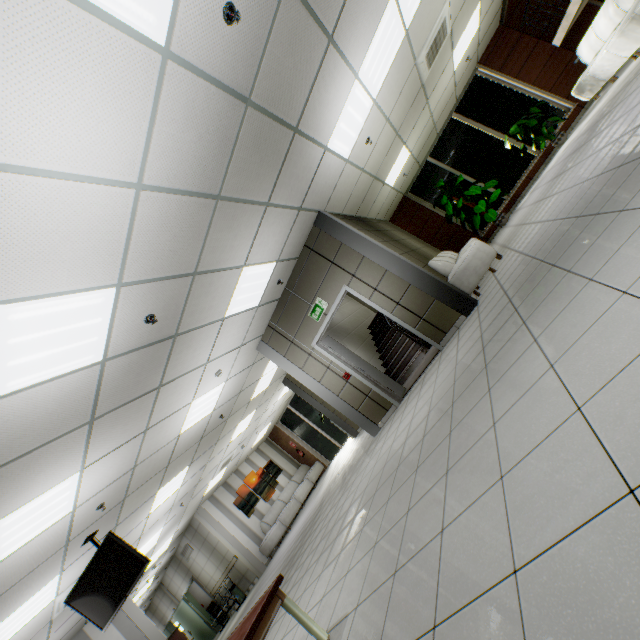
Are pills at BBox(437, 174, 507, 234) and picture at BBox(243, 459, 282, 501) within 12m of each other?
no

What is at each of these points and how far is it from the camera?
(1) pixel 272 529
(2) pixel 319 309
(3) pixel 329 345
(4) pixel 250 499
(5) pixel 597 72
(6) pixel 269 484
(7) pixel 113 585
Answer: (1) sofa, 12.1m
(2) exit sign, 6.6m
(3) door, 7.0m
(4) picture, 13.4m
(5) sofa, 6.9m
(6) picture, 14.4m
(7) tv, 5.4m

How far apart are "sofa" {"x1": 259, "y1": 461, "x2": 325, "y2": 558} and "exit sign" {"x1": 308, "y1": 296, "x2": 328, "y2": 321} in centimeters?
967cm

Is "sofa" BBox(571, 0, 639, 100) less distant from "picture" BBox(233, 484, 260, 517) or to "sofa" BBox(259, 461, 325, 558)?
"sofa" BBox(259, 461, 325, 558)

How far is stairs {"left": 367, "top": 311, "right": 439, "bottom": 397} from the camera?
6.98m

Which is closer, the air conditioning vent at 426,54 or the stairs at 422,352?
the air conditioning vent at 426,54

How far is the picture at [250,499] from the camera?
12.9m

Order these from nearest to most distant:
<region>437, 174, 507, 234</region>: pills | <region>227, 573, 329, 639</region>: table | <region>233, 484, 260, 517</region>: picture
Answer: <region>227, 573, 329, 639</region>: table → <region>437, 174, 507, 234</region>: pills → <region>233, 484, 260, 517</region>: picture
